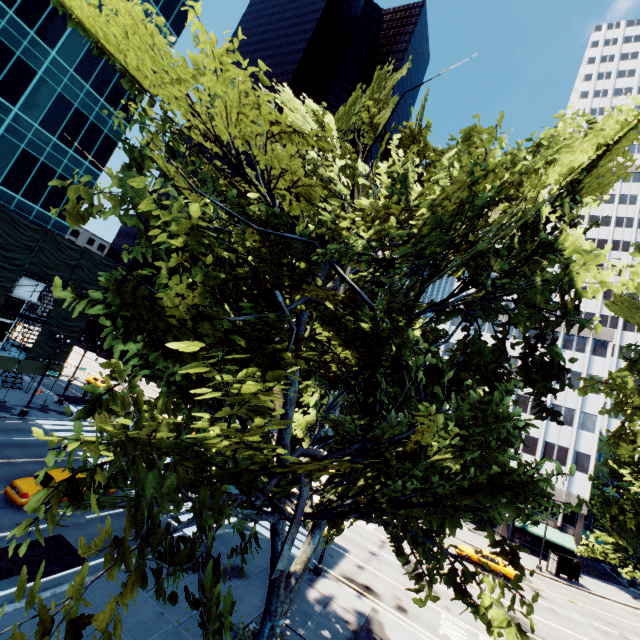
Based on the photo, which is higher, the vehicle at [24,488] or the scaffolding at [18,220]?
the scaffolding at [18,220]

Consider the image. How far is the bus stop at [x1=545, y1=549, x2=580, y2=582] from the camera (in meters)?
35.80

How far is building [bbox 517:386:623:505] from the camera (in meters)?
43.06

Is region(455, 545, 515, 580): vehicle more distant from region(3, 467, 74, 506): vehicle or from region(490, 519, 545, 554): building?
region(3, 467, 74, 506): vehicle

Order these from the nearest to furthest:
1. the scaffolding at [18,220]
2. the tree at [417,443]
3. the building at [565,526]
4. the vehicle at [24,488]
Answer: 1. the tree at [417,443]
2. the vehicle at [24,488]
3. the scaffolding at [18,220]
4. the building at [565,526]

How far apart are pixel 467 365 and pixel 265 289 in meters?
6.9 m

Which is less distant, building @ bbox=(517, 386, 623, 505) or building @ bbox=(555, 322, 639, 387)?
building @ bbox=(517, 386, 623, 505)
